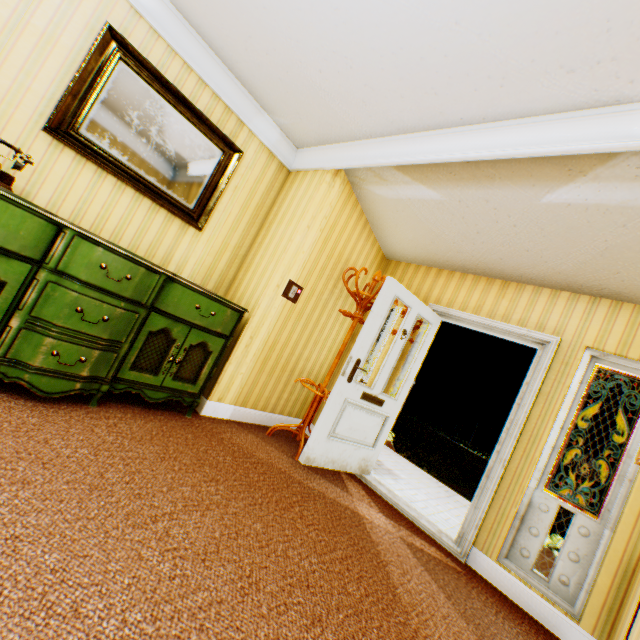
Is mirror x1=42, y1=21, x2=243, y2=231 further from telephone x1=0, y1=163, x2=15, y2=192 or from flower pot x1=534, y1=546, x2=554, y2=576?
flower pot x1=534, y1=546, x2=554, y2=576

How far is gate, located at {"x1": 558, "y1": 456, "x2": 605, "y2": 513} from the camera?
11.32m

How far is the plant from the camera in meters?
3.0 m

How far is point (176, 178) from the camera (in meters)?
3.17

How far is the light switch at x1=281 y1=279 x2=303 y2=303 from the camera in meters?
3.7

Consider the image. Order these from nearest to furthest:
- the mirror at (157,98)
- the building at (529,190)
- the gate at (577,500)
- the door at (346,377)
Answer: the building at (529,190)
the mirror at (157,98)
the door at (346,377)
the gate at (577,500)

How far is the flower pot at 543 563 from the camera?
3.02m

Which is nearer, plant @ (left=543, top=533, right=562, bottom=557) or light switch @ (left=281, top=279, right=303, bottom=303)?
plant @ (left=543, top=533, right=562, bottom=557)
